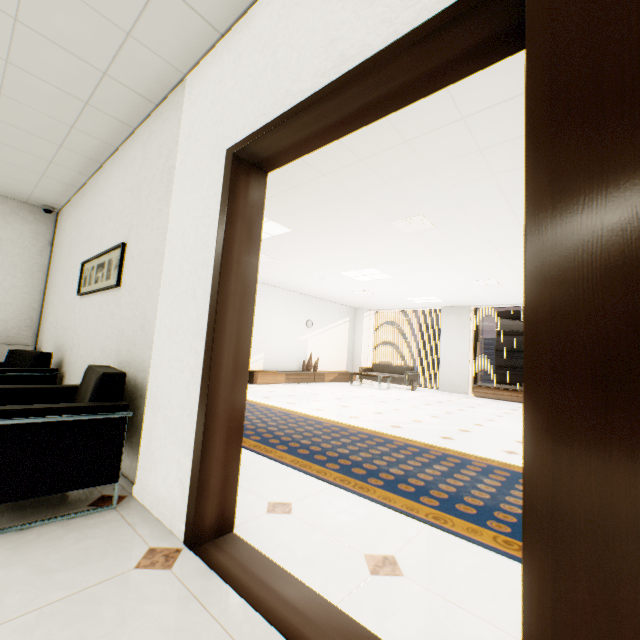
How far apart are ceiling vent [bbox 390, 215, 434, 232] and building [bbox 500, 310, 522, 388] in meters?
63.8

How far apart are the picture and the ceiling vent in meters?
3.4

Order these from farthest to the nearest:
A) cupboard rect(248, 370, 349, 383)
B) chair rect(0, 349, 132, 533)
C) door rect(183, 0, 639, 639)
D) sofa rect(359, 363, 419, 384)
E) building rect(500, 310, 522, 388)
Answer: building rect(500, 310, 522, 388) < sofa rect(359, 363, 419, 384) < cupboard rect(248, 370, 349, 383) < chair rect(0, 349, 132, 533) < door rect(183, 0, 639, 639)

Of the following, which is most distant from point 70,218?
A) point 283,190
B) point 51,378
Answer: point 283,190

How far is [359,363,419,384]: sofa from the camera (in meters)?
10.80

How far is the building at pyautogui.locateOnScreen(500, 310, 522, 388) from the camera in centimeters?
5825cm

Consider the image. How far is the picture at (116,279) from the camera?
2.81m

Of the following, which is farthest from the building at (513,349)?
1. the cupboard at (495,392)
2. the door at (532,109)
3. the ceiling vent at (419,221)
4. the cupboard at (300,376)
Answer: the door at (532,109)
